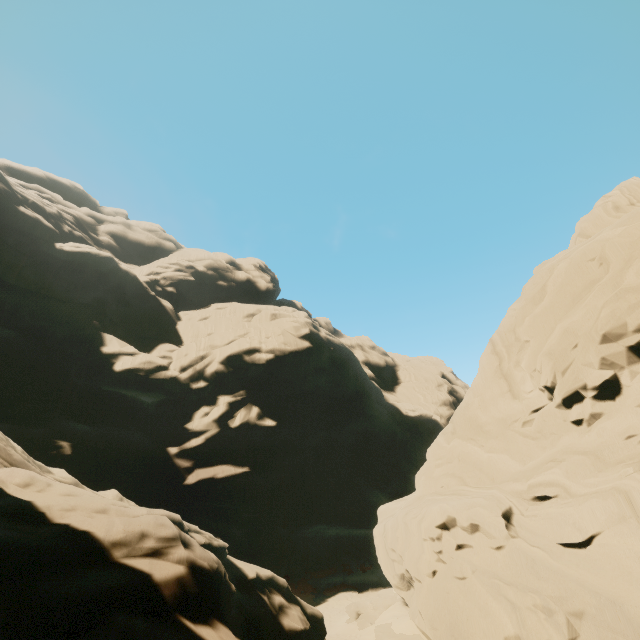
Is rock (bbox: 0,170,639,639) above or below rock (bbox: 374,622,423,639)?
above

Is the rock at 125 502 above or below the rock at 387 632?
above

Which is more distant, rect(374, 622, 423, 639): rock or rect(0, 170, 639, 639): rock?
rect(374, 622, 423, 639): rock

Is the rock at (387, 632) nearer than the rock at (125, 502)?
No

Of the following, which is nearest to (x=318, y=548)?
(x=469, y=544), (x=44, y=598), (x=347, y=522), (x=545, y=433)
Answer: (x=347, y=522)
